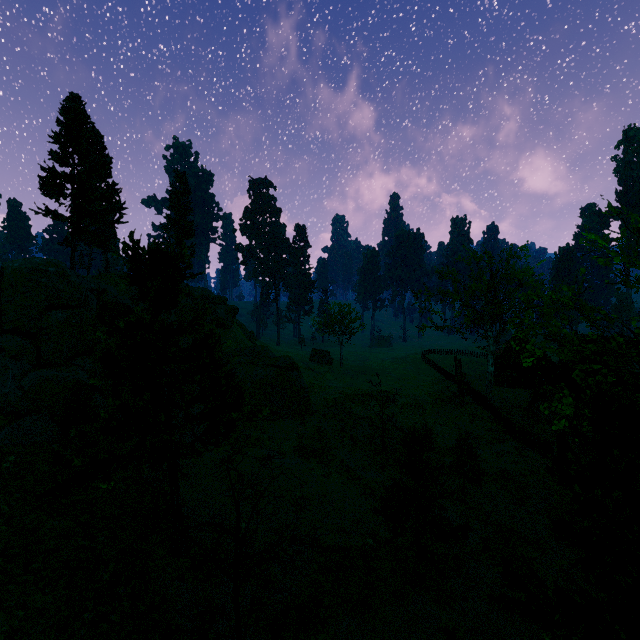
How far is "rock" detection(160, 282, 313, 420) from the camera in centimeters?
2655cm

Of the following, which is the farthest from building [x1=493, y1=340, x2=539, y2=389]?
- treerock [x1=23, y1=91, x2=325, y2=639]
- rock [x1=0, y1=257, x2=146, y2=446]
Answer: rock [x1=0, y1=257, x2=146, y2=446]

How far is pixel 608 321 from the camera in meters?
11.8 m

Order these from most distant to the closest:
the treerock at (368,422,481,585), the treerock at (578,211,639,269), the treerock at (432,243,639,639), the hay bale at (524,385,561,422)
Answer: the hay bale at (524,385,561,422)
the treerock at (368,422,481,585)
the treerock at (578,211,639,269)
the treerock at (432,243,639,639)

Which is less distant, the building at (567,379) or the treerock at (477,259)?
the treerock at (477,259)

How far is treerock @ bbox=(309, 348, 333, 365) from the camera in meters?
49.2 m

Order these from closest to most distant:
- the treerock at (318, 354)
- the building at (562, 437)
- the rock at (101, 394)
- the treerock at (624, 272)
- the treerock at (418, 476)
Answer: the treerock at (624, 272) → the treerock at (418, 476) → the building at (562, 437) → the rock at (101, 394) → the treerock at (318, 354)
